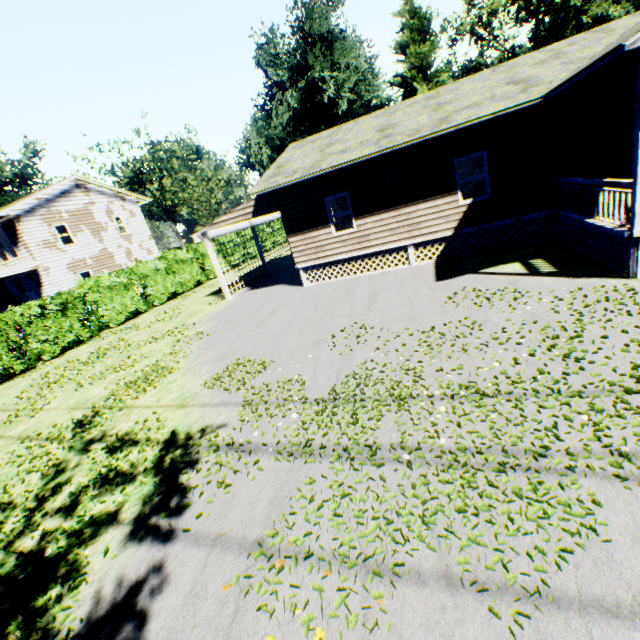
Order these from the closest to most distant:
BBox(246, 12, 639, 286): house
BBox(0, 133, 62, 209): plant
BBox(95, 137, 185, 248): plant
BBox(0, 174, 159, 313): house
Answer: BBox(246, 12, 639, 286): house, BBox(0, 174, 159, 313): house, BBox(0, 133, 62, 209): plant, BBox(95, 137, 185, 248): plant

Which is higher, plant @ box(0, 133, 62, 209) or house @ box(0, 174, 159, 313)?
plant @ box(0, 133, 62, 209)

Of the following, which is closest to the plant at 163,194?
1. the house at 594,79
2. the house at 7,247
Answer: the house at 7,247

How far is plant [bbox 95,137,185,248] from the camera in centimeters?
4604cm

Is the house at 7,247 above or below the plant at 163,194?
below

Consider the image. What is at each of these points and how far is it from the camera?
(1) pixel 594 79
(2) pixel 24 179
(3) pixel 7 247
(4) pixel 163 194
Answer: (1) house, 8.82m
(2) plant, 40.75m
(3) house, 22.03m
(4) plant, 51.34m

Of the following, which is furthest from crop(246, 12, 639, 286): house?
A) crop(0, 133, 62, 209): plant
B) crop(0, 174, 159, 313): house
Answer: crop(0, 133, 62, 209): plant
